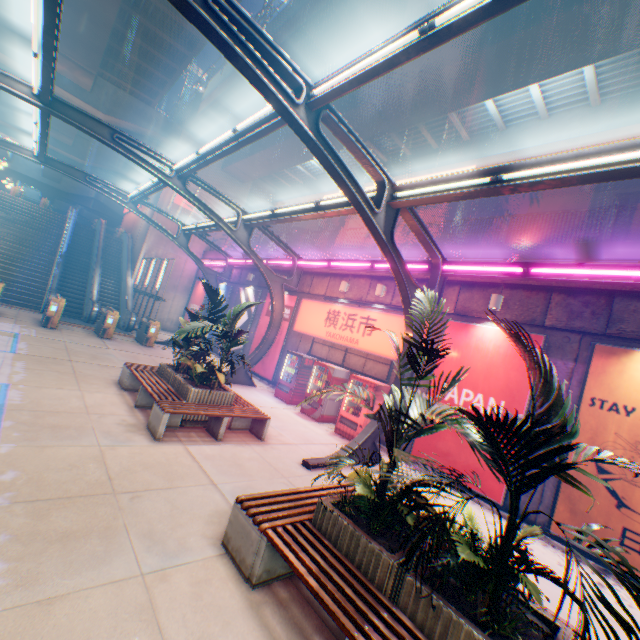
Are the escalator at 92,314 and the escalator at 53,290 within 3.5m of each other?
yes

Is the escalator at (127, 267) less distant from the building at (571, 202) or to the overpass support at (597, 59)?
the overpass support at (597, 59)

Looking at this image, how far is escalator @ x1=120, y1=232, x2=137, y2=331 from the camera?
19.3m

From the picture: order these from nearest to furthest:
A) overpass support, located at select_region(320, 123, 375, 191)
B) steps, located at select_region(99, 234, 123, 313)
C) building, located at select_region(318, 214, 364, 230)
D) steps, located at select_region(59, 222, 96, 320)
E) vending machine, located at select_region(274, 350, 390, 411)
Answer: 1. vending machine, located at select_region(274, 350, 390, 411)
2. overpass support, located at select_region(320, 123, 375, 191)
3. steps, located at select_region(59, 222, 96, 320)
4. steps, located at select_region(99, 234, 123, 313)
5. building, located at select_region(318, 214, 364, 230)

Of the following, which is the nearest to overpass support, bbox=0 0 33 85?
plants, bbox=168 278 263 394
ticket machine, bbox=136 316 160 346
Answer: plants, bbox=168 278 263 394

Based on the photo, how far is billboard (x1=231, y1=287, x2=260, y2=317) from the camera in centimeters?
1853cm

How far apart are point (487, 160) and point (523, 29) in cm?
642

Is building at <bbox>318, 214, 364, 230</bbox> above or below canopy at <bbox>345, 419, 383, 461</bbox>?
above
